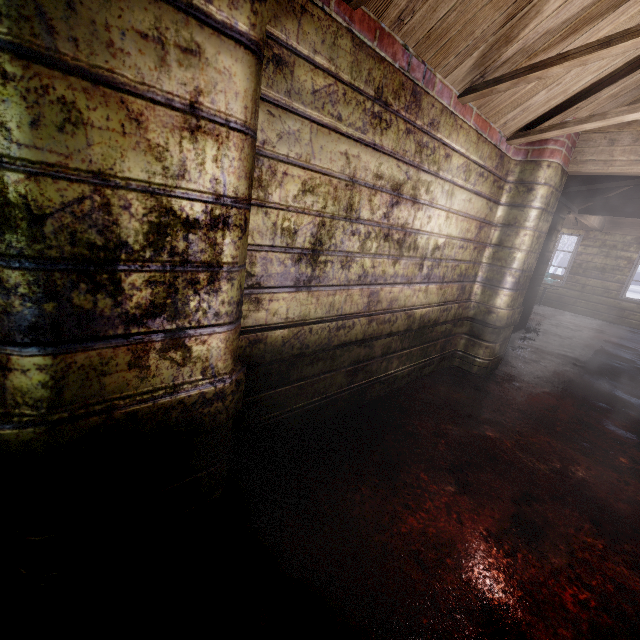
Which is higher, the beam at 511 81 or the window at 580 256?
the beam at 511 81

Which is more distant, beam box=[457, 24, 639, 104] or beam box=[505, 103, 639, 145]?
beam box=[505, 103, 639, 145]

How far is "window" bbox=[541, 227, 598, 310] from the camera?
7.8m

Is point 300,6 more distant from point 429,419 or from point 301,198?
point 429,419

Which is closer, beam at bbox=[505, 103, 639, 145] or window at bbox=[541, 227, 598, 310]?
beam at bbox=[505, 103, 639, 145]

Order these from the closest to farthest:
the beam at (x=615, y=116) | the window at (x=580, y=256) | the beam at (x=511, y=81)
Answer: the beam at (x=511, y=81), the beam at (x=615, y=116), the window at (x=580, y=256)

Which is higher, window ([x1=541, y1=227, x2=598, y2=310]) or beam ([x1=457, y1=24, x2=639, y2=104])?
beam ([x1=457, y1=24, x2=639, y2=104])
